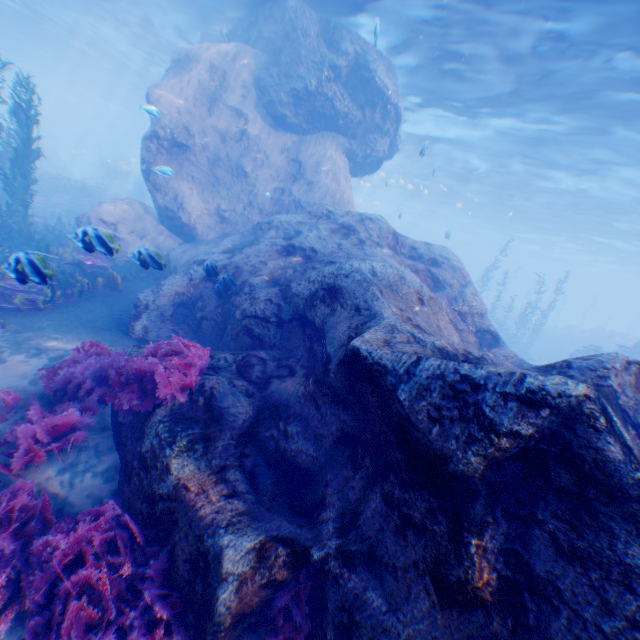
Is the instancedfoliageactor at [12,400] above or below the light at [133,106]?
below

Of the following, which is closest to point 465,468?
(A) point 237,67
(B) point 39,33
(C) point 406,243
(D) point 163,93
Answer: (C) point 406,243

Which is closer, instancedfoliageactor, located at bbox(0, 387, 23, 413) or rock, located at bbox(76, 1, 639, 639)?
rock, located at bbox(76, 1, 639, 639)

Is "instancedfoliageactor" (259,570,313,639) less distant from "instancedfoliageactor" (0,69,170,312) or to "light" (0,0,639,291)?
"instancedfoliageactor" (0,69,170,312)

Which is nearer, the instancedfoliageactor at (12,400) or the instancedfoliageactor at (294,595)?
the instancedfoliageactor at (294,595)

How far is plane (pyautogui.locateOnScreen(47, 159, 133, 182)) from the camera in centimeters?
3134cm

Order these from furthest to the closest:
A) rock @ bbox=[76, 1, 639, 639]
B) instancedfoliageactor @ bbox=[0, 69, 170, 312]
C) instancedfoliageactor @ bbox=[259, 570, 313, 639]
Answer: instancedfoliageactor @ bbox=[0, 69, 170, 312] < instancedfoliageactor @ bbox=[259, 570, 313, 639] < rock @ bbox=[76, 1, 639, 639]

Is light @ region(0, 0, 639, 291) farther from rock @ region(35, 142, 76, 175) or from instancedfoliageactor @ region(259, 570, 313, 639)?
instancedfoliageactor @ region(259, 570, 313, 639)
